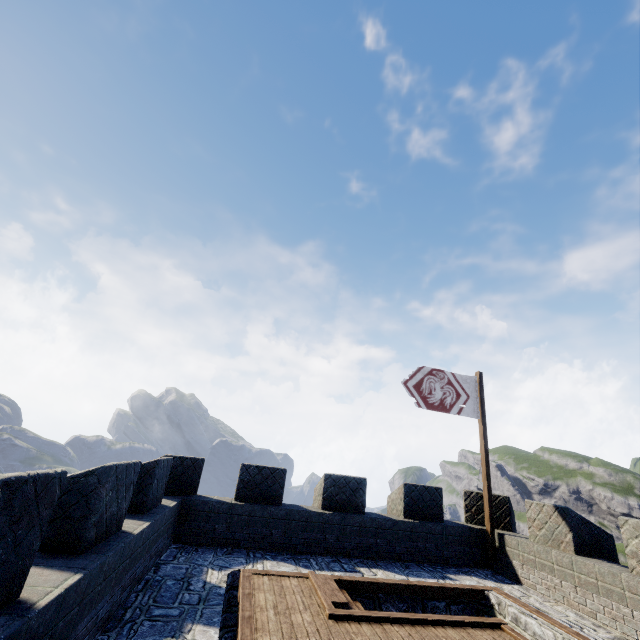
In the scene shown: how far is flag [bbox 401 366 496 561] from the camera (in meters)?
9.49

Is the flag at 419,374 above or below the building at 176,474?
above

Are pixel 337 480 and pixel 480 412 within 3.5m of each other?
no

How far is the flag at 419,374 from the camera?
9.49m

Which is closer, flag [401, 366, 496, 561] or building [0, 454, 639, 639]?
building [0, 454, 639, 639]

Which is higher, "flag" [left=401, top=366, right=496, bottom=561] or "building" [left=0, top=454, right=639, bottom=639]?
"flag" [left=401, top=366, right=496, bottom=561]
